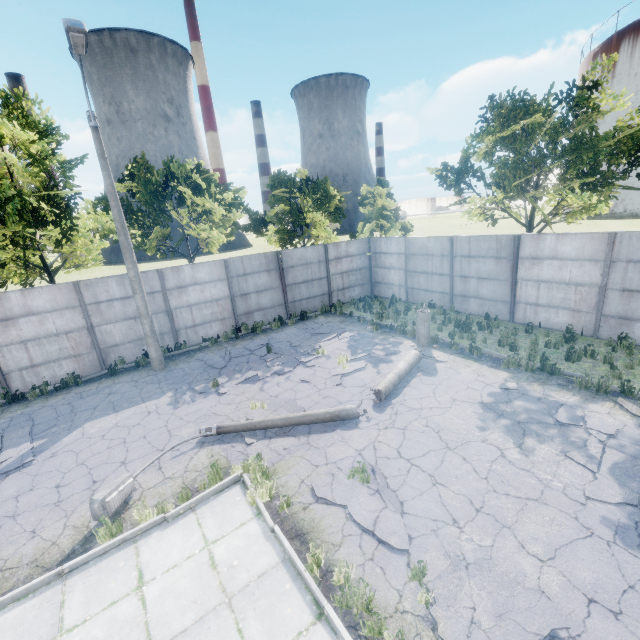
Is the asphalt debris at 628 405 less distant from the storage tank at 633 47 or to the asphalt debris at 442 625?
the asphalt debris at 442 625

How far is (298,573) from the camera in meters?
4.8 m

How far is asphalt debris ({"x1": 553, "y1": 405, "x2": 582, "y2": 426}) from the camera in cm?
738

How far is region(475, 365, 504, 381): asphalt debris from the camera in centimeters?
953cm

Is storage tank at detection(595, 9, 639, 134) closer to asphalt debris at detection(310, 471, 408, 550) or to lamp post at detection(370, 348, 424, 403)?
lamp post at detection(370, 348, 424, 403)

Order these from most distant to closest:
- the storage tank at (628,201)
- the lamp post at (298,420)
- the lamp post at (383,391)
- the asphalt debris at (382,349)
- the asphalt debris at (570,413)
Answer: the storage tank at (628,201) → the asphalt debris at (382,349) → the lamp post at (383,391) → the asphalt debris at (570,413) → the lamp post at (298,420)

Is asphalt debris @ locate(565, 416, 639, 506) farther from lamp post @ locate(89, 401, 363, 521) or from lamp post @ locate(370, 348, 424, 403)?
lamp post @ locate(89, 401, 363, 521)

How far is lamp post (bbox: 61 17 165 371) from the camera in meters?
8.0
